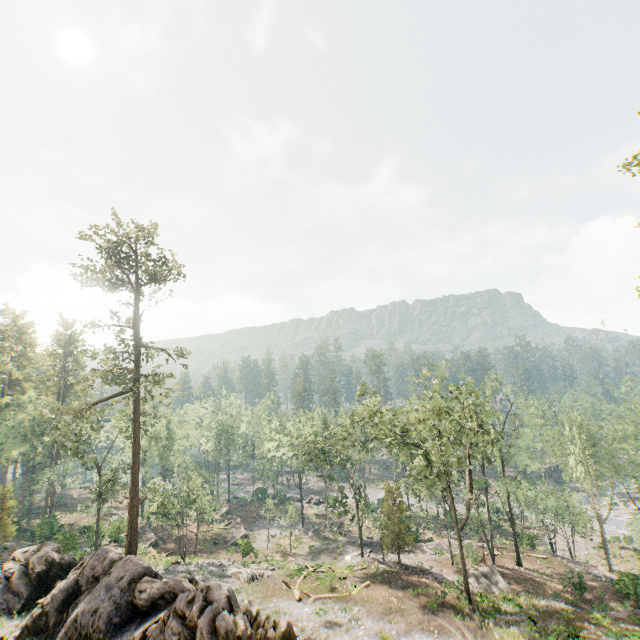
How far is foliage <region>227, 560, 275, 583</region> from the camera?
30.6m

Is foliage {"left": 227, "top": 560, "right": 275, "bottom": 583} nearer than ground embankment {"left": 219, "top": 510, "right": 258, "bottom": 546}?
Yes

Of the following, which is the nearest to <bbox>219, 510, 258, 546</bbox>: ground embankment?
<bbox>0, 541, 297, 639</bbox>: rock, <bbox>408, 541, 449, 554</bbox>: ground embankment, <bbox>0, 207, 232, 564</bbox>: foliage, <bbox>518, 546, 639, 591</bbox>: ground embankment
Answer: <bbox>408, 541, 449, 554</bbox>: ground embankment

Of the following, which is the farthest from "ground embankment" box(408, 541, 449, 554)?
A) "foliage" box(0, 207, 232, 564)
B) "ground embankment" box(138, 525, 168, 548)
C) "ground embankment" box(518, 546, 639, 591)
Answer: "ground embankment" box(138, 525, 168, 548)

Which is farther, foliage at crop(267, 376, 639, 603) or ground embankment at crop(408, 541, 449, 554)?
ground embankment at crop(408, 541, 449, 554)

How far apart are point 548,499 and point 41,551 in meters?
47.4 m

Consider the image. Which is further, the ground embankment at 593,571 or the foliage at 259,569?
the foliage at 259,569
